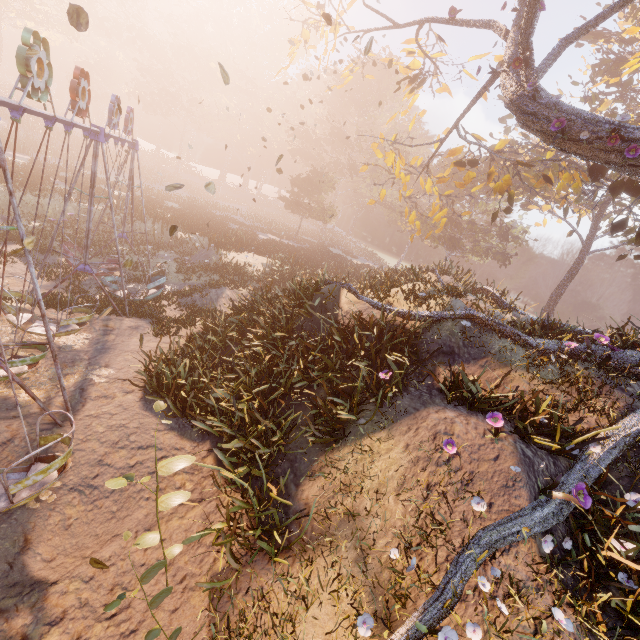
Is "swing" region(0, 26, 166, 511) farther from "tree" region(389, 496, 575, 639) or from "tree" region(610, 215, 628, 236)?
"tree" region(610, 215, 628, 236)

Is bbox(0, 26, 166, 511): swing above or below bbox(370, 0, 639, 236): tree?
below

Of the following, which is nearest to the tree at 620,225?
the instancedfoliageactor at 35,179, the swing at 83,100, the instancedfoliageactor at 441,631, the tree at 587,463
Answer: the tree at 587,463

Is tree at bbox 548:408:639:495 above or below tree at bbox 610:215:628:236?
below

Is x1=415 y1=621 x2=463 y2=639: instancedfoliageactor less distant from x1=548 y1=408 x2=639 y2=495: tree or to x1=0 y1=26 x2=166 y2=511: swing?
x1=548 y1=408 x2=639 y2=495: tree

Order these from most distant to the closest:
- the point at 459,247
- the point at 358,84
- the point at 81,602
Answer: the point at 358,84 → the point at 459,247 → the point at 81,602

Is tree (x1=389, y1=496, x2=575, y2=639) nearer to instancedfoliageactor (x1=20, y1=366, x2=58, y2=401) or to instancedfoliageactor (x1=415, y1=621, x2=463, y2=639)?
instancedfoliageactor (x1=415, y1=621, x2=463, y2=639)

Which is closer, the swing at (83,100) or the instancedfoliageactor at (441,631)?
the instancedfoliageactor at (441,631)
